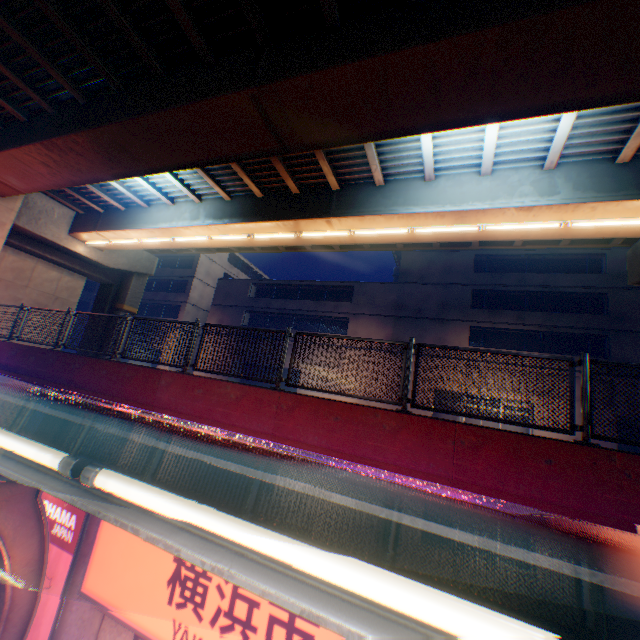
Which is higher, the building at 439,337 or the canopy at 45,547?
the building at 439,337

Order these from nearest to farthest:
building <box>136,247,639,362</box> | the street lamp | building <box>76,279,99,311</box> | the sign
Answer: the street lamp < the sign < building <box>136,247,639,362</box> < building <box>76,279,99,311</box>

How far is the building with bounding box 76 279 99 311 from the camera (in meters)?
41.84

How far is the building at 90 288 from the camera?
41.84m

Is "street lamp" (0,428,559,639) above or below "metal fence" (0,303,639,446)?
below

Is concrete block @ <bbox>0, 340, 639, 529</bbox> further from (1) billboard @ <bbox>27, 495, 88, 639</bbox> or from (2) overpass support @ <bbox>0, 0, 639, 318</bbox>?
(2) overpass support @ <bbox>0, 0, 639, 318</bbox>

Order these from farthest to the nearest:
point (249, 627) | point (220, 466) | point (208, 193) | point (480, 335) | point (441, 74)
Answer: point (480, 335) → point (208, 193) → point (441, 74) → point (249, 627) → point (220, 466)

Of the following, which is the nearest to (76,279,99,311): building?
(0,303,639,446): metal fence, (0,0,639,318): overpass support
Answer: (0,0,639,318): overpass support
